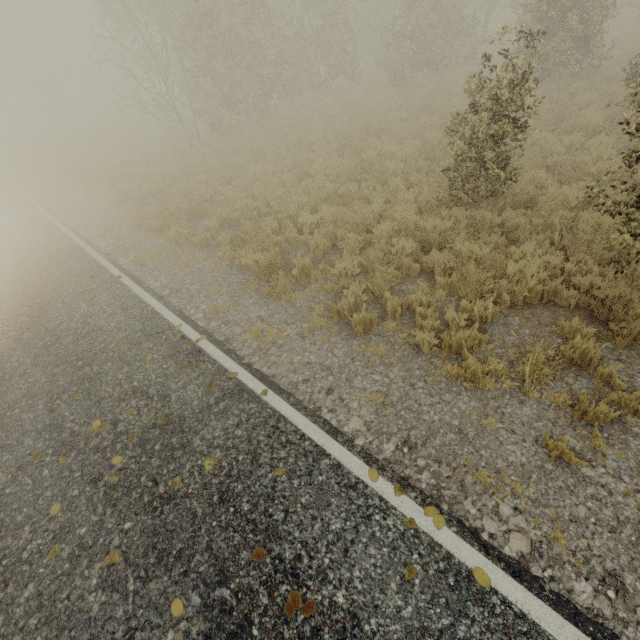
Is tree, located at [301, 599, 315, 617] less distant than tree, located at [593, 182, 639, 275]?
Yes

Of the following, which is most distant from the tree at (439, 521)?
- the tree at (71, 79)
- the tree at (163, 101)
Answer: the tree at (71, 79)

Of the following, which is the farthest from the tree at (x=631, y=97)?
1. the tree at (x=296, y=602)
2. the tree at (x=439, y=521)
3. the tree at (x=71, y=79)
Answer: the tree at (x=71, y=79)

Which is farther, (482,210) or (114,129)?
(114,129)

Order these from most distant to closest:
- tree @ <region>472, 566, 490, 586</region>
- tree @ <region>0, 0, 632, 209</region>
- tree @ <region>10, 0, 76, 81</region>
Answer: tree @ <region>10, 0, 76, 81</region>, tree @ <region>0, 0, 632, 209</region>, tree @ <region>472, 566, 490, 586</region>

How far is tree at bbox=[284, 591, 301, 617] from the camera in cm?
282

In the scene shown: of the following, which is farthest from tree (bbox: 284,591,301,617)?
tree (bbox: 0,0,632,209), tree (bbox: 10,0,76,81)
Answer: tree (bbox: 10,0,76,81)

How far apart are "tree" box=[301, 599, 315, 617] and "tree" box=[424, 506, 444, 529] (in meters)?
1.33
